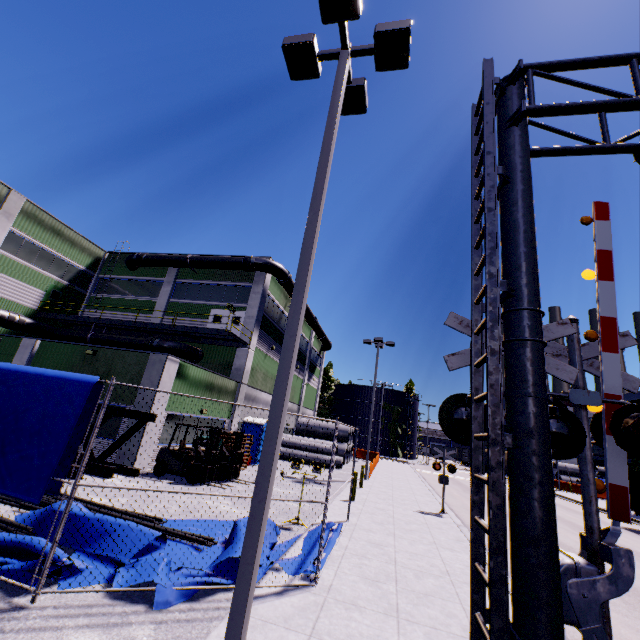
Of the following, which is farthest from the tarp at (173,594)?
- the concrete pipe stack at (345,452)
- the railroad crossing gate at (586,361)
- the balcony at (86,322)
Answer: the balcony at (86,322)

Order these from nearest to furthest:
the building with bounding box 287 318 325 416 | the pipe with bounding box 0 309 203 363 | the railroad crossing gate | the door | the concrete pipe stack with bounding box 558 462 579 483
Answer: the railroad crossing gate, the pipe with bounding box 0 309 203 363, the door, the building with bounding box 287 318 325 416, the concrete pipe stack with bounding box 558 462 579 483

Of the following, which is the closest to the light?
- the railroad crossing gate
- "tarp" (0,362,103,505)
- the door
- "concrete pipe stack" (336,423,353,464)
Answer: "tarp" (0,362,103,505)

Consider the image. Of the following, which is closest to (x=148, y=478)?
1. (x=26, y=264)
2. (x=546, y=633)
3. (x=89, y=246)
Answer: (x=546, y=633)

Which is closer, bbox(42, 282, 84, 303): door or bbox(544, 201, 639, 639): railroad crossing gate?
bbox(544, 201, 639, 639): railroad crossing gate

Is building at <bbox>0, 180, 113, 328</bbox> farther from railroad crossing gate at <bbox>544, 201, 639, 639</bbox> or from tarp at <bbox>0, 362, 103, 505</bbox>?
railroad crossing gate at <bbox>544, 201, 639, 639</bbox>

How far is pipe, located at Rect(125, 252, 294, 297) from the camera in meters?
23.9 m

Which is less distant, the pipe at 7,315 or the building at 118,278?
the building at 118,278
